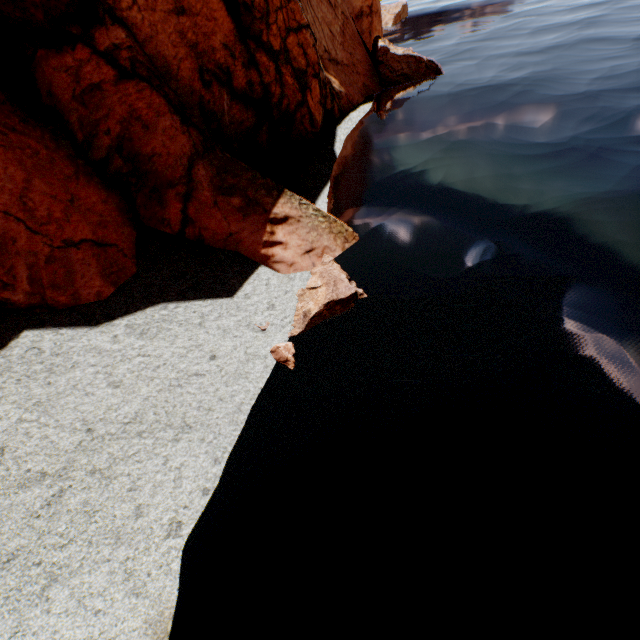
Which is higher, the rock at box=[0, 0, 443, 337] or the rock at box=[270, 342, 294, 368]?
the rock at box=[0, 0, 443, 337]

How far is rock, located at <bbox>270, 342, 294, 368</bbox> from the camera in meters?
8.7

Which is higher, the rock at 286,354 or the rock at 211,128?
the rock at 211,128

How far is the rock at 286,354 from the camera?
8.7 meters

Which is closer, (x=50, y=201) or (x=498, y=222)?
(x=50, y=201)
